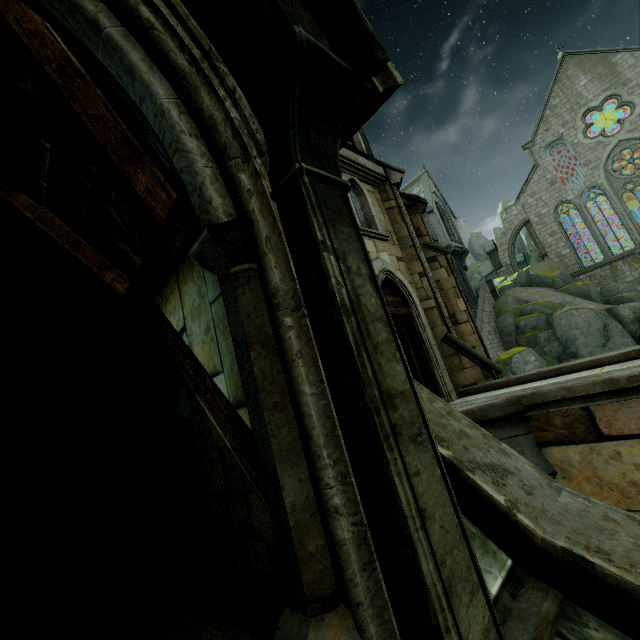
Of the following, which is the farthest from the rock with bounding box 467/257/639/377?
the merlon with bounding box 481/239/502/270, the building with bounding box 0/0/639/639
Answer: the merlon with bounding box 481/239/502/270

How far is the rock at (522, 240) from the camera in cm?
4966

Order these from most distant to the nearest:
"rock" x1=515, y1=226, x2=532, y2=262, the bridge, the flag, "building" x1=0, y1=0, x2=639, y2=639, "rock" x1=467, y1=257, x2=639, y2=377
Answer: "rock" x1=515, y1=226, x2=532, y2=262 < the flag < "rock" x1=467, y1=257, x2=639, y2=377 < the bridge < "building" x1=0, y1=0, x2=639, y2=639

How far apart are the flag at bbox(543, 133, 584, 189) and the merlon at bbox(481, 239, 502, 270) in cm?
728

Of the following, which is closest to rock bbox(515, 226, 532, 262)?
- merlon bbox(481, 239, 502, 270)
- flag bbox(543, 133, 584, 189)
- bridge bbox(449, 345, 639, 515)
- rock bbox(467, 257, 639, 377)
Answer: merlon bbox(481, 239, 502, 270)

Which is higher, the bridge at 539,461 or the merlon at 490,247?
the merlon at 490,247

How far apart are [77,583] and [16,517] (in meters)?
1.48
